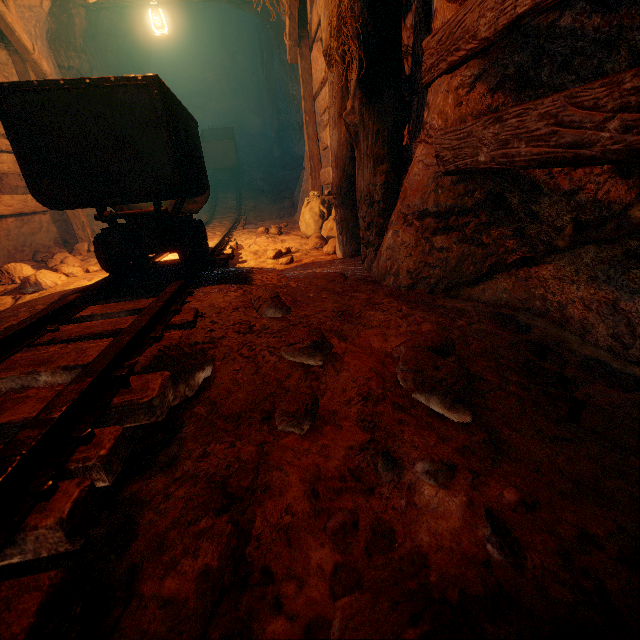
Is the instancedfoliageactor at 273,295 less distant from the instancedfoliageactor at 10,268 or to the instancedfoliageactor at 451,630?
the instancedfoliageactor at 451,630

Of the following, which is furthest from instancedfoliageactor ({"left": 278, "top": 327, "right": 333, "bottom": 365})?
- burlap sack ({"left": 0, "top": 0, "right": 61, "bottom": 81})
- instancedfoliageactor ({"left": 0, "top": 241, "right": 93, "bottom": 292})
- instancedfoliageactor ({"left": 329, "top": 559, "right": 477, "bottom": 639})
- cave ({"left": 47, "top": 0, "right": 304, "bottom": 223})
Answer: cave ({"left": 47, "top": 0, "right": 304, "bottom": 223})

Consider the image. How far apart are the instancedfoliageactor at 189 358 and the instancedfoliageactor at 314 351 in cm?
40

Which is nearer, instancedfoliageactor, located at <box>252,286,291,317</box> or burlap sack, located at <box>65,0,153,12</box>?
instancedfoliageactor, located at <box>252,286,291,317</box>

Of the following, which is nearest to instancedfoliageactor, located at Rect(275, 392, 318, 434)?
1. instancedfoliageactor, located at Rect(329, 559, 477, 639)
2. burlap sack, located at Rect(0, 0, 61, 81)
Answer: burlap sack, located at Rect(0, 0, 61, 81)

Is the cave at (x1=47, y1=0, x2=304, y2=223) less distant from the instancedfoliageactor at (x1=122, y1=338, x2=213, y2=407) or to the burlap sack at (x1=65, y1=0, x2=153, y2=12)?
the burlap sack at (x1=65, y1=0, x2=153, y2=12)

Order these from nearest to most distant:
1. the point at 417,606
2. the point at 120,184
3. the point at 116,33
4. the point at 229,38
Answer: the point at 417,606, the point at 120,184, the point at 116,33, the point at 229,38

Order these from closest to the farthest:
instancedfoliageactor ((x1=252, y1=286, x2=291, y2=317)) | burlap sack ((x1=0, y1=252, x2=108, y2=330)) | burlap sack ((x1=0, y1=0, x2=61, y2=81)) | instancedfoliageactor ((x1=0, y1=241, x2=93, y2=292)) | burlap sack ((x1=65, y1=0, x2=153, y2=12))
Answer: instancedfoliageactor ((x1=252, y1=286, x2=291, y2=317))
burlap sack ((x1=0, y1=252, x2=108, y2=330))
instancedfoliageactor ((x1=0, y1=241, x2=93, y2=292))
burlap sack ((x1=0, y1=0, x2=61, y2=81))
burlap sack ((x1=65, y1=0, x2=153, y2=12))
